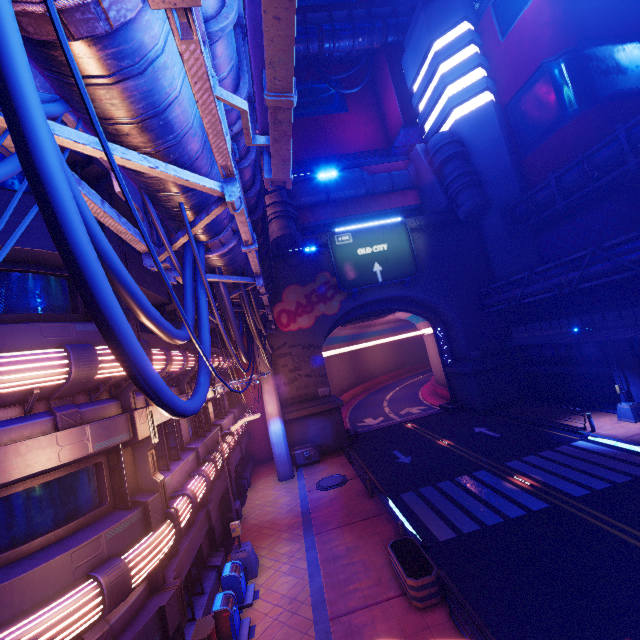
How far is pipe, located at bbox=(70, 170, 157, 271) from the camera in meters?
4.2 m

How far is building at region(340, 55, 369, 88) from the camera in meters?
43.6 m

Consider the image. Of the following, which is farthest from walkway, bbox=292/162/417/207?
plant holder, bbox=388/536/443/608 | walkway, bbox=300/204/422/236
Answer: plant holder, bbox=388/536/443/608

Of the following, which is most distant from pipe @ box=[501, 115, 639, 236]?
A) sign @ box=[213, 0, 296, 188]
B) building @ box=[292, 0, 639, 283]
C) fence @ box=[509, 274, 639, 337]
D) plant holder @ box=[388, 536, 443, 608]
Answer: plant holder @ box=[388, 536, 443, 608]

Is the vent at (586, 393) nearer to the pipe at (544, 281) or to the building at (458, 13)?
the pipe at (544, 281)

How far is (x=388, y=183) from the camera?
32.3m

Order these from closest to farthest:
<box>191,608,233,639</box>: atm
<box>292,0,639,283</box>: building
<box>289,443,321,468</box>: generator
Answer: <box>191,608,233,639</box>: atm → <box>292,0,639,283</box>: building → <box>289,443,321,468</box>: generator

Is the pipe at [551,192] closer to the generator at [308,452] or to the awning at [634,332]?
the awning at [634,332]
